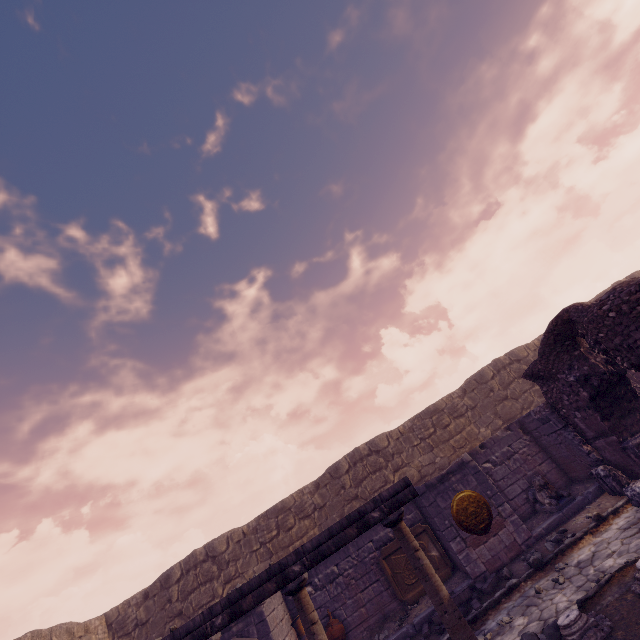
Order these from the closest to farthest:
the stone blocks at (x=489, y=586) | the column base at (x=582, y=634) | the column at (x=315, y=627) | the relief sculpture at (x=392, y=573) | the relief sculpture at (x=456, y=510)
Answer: the column base at (x=582, y=634), the column at (x=315, y=627), the stone blocks at (x=489, y=586), the relief sculpture at (x=456, y=510), the relief sculpture at (x=392, y=573)

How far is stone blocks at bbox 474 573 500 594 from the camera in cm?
731

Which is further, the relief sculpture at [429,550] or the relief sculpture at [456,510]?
the relief sculpture at [429,550]

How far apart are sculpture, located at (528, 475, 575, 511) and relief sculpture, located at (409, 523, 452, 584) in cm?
308

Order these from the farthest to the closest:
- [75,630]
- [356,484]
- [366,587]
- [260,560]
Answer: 1. [356,484]
2. [260,560]
3. [75,630]
4. [366,587]

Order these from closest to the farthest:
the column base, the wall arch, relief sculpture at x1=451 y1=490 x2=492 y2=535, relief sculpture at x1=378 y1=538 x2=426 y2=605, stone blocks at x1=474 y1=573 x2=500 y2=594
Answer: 1. the column base
2. the wall arch
3. stone blocks at x1=474 y1=573 x2=500 y2=594
4. relief sculpture at x1=451 y1=490 x2=492 y2=535
5. relief sculpture at x1=378 y1=538 x2=426 y2=605

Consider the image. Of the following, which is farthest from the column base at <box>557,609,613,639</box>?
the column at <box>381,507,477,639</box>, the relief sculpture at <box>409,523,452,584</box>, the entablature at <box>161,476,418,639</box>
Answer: the relief sculpture at <box>409,523,452,584</box>

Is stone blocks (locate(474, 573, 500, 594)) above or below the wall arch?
below
